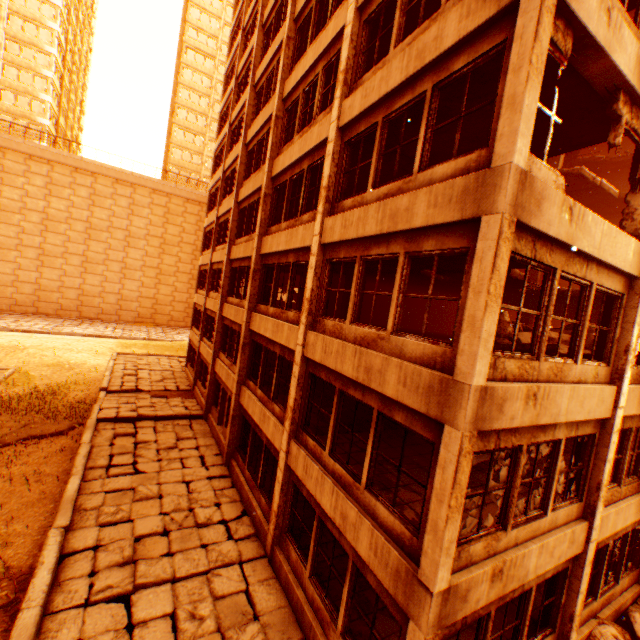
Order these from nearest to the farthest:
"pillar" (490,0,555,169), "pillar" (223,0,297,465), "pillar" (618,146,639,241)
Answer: "pillar" (490,0,555,169), "pillar" (618,146,639,241), "pillar" (223,0,297,465)

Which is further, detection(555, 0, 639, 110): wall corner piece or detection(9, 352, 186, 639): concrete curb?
detection(9, 352, 186, 639): concrete curb

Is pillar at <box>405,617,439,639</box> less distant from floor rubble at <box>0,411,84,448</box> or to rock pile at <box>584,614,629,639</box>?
rock pile at <box>584,614,629,639</box>

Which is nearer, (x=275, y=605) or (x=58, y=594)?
(x=58, y=594)

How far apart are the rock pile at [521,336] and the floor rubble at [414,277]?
0.9m

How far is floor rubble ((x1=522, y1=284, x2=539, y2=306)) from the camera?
12.8 meters

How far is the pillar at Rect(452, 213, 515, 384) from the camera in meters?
4.3 m

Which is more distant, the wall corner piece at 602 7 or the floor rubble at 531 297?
the floor rubble at 531 297
